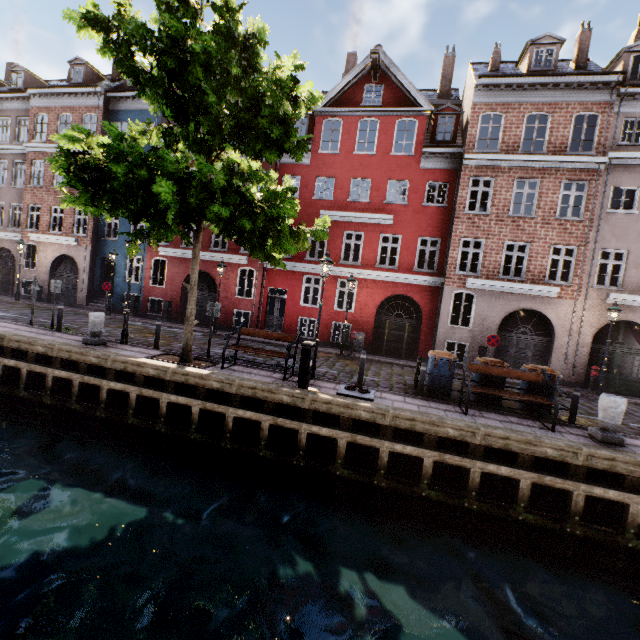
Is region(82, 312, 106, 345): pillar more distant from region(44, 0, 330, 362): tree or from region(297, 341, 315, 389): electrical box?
region(297, 341, 315, 389): electrical box

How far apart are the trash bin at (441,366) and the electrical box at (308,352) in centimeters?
367cm

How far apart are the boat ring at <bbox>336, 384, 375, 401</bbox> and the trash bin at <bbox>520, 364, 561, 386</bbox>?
4.4m

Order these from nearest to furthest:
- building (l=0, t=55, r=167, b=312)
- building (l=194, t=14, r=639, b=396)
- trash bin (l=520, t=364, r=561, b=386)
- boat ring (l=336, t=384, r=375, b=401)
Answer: boat ring (l=336, t=384, r=375, b=401)
trash bin (l=520, t=364, r=561, b=386)
building (l=194, t=14, r=639, b=396)
building (l=0, t=55, r=167, b=312)

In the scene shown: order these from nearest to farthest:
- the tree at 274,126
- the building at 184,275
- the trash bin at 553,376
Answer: Result: the tree at 274,126 < the trash bin at 553,376 < the building at 184,275

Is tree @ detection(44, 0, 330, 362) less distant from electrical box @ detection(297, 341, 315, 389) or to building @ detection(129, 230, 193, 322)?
electrical box @ detection(297, 341, 315, 389)

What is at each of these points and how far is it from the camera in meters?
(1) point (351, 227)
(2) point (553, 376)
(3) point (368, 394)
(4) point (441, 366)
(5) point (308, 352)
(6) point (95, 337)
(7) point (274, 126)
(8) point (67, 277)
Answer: Answer:
(1) building, 17.6 m
(2) trash bin, 9.0 m
(3) boat ring, 8.8 m
(4) trash bin, 9.7 m
(5) electrical box, 8.4 m
(6) pillar, 10.7 m
(7) tree, 6.9 m
(8) building, 21.7 m

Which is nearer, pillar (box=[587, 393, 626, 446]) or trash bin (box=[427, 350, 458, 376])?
pillar (box=[587, 393, 626, 446])
